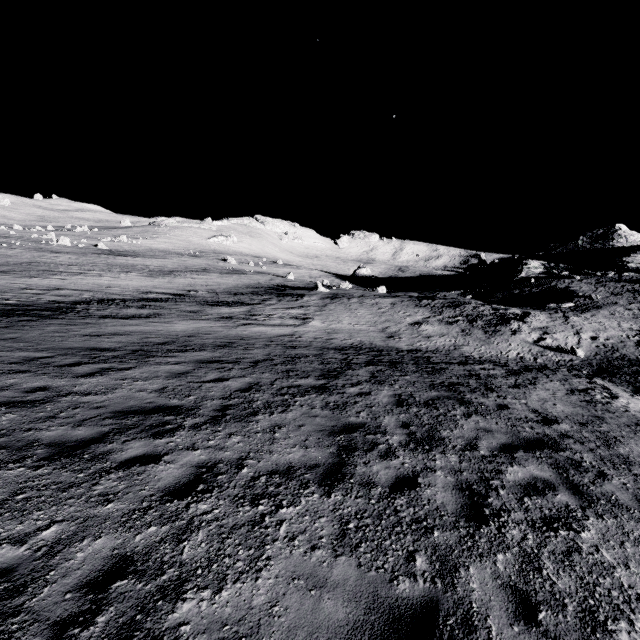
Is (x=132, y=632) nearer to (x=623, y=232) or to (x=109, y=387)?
(x=109, y=387)
